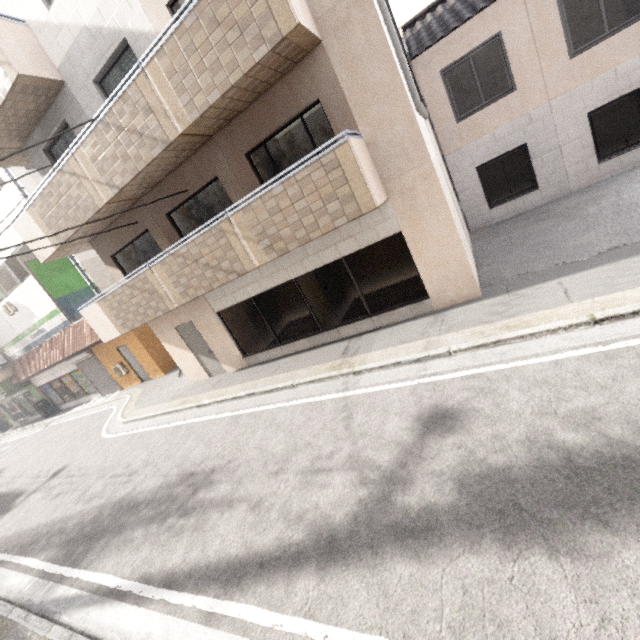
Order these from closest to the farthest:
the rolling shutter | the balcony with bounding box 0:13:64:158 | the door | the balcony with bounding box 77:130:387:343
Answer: the balcony with bounding box 77:130:387:343
the balcony with bounding box 0:13:64:158
the door
the rolling shutter

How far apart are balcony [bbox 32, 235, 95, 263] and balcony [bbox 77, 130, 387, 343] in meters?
1.6

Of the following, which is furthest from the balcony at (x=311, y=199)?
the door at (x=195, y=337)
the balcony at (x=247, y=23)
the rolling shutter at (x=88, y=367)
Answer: the rolling shutter at (x=88, y=367)

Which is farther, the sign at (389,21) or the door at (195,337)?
the door at (195,337)

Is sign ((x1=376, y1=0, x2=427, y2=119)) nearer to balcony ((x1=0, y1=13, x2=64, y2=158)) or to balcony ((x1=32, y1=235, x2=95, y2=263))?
balcony ((x1=32, y1=235, x2=95, y2=263))

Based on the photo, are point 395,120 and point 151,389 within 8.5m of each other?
no

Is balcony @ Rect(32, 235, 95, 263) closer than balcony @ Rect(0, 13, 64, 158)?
No

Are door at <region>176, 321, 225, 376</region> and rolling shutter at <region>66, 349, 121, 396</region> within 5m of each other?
no
